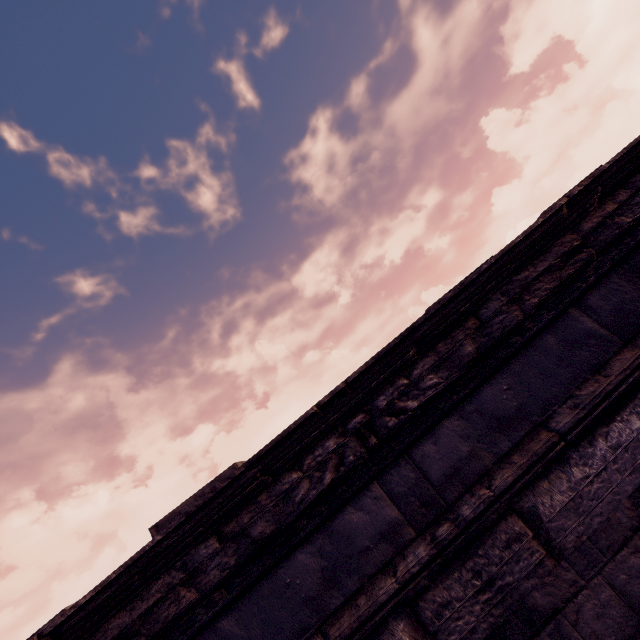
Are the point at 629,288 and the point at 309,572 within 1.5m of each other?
no

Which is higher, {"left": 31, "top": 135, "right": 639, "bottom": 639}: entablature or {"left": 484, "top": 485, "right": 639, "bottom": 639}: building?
{"left": 31, "top": 135, "right": 639, "bottom": 639}: entablature

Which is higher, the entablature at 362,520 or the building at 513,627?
the entablature at 362,520
